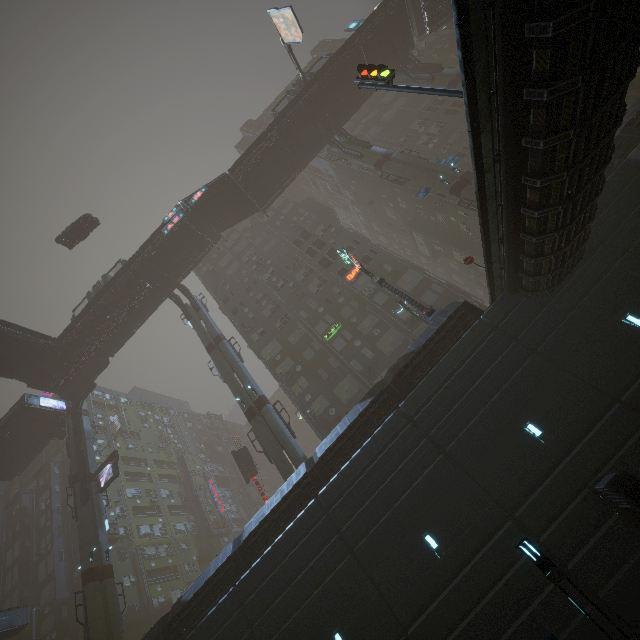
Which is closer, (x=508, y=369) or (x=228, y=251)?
(x=508, y=369)

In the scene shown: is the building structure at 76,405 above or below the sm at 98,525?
above

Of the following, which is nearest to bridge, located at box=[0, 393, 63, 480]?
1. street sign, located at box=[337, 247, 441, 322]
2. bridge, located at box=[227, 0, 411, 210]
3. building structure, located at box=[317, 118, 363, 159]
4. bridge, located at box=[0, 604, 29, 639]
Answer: bridge, located at box=[0, 604, 29, 639]

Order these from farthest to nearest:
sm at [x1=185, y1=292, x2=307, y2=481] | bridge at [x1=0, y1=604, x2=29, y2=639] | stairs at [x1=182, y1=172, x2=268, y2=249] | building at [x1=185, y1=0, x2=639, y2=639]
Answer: stairs at [x1=182, y1=172, x2=268, y2=249], bridge at [x1=0, y1=604, x2=29, y2=639], sm at [x1=185, y1=292, x2=307, y2=481], building at [x1=185, y1=0, x2=639, y2=639]

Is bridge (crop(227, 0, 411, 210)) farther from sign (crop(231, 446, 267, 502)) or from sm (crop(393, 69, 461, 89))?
sign (crop(231, 446, 267, 502))

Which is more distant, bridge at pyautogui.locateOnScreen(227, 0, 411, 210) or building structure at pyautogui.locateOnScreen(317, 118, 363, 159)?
building structure at pyautogui.locateOnScreen(317, 118, 363, 159)

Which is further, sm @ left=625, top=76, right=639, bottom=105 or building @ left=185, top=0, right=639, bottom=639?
sm @ left=625, top=76, right=639, bottom=105

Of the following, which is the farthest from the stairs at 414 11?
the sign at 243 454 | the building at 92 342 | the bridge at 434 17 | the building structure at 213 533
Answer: the building structure at 213 533
